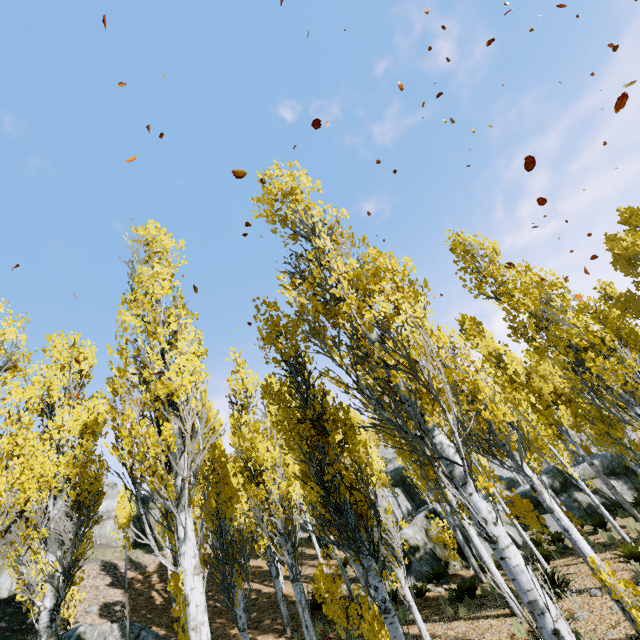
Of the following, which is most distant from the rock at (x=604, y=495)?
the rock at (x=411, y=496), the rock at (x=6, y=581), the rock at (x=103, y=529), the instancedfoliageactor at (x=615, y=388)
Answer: the rock at (x=103, y=529)

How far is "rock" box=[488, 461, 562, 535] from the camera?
15.21m

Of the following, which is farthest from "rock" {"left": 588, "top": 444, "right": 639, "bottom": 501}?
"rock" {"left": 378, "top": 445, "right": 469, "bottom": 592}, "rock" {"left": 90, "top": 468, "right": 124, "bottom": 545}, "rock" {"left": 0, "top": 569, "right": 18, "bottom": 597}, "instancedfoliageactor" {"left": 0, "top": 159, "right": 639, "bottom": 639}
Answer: "rock" {"left": 90, "top": 468, "right": 124, "bottom": 545}

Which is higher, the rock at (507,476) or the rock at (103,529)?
the rock at (103,529)

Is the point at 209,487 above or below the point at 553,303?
above

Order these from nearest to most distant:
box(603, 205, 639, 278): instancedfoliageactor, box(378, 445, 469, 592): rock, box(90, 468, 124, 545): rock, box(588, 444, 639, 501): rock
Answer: box(603, 205, 639, 278): instancedfoliageactor, box(378, 445, 469, 592): rock, box(588, 444, 639, 501): rock, box(90, 468, 124, 545): rock

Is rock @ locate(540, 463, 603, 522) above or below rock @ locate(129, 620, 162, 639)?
below

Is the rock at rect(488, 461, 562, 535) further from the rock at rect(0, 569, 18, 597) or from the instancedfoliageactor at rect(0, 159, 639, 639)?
the rock at rect(0, 569, 18, 597)
